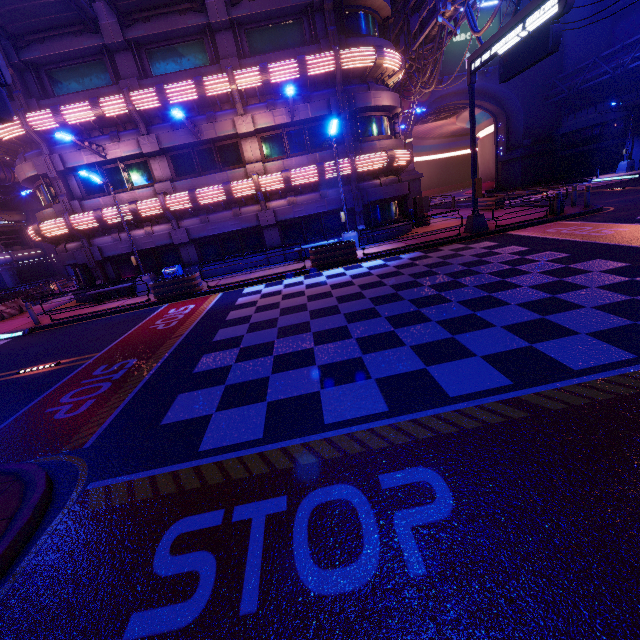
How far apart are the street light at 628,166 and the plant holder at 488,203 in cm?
1685

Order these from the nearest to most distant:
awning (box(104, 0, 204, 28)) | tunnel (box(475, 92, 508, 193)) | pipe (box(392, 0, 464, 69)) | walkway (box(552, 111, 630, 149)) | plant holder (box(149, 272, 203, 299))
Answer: awning (box(104, 0, 204, 28)) → plant holder (box(149, 272, 203, 299)) → pipe (box(392, 0, 464, 69)) → walkway (box(552, 111, 630, 149)) → tunnel (box(475, 92, 508, 193))

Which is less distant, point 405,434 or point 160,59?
point 405,434

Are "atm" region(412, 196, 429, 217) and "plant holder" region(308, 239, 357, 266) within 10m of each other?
yes

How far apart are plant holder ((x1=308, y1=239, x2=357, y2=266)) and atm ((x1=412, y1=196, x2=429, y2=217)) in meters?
8.3 m

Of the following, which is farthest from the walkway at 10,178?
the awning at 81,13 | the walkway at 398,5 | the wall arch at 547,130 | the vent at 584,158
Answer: the vent at 584,158

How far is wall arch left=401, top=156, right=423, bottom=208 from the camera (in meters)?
37.78

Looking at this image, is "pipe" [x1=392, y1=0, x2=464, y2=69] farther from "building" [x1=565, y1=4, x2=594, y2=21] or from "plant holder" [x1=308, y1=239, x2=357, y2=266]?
"building" [x1=565, y1=4, x2=594, y2=21]
